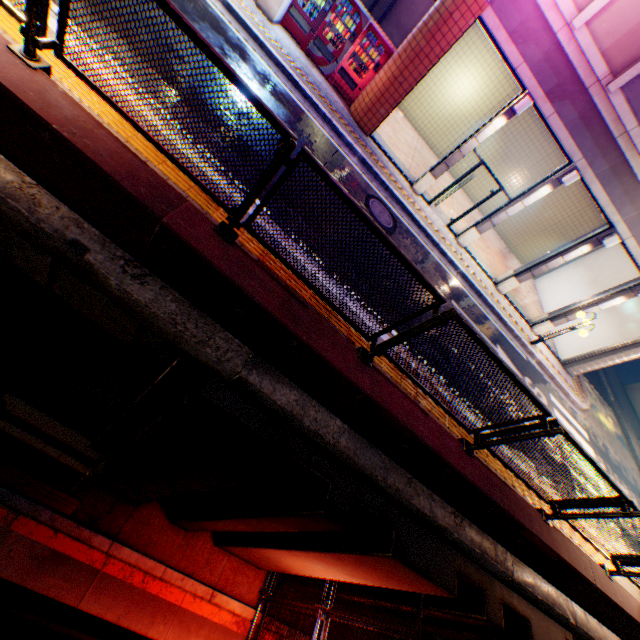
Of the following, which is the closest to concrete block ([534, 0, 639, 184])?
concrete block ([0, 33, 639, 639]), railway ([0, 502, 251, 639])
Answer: concrete block ([0, 33, 639, 639])

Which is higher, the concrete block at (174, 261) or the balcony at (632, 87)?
the balcony at (632, 87)

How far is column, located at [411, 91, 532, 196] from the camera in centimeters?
998cm

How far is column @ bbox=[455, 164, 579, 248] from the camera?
10.76m

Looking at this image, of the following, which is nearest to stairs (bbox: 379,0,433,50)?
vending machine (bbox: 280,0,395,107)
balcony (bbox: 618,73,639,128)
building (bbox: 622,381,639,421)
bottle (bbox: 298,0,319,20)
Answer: vending machine (bbox: 280,0,395,107)

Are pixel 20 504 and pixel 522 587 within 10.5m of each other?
yes

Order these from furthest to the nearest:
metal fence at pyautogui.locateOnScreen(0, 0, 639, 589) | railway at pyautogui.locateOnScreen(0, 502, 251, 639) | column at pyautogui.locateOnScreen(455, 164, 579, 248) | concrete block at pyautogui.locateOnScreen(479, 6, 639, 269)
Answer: column at pyautogui.locateOnScreen(455, 164, 579, 248), concrete block at pyautogui.locateOnScreen(479, 6, 639, 269), railway at pyautogui.locateOnScreen(0, 502, 251, 639), metal fence at pyautogui.locateOnScreen(0, 0, 639, 589)

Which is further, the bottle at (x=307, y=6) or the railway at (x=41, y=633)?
the bottle at (x=307, y=6)
